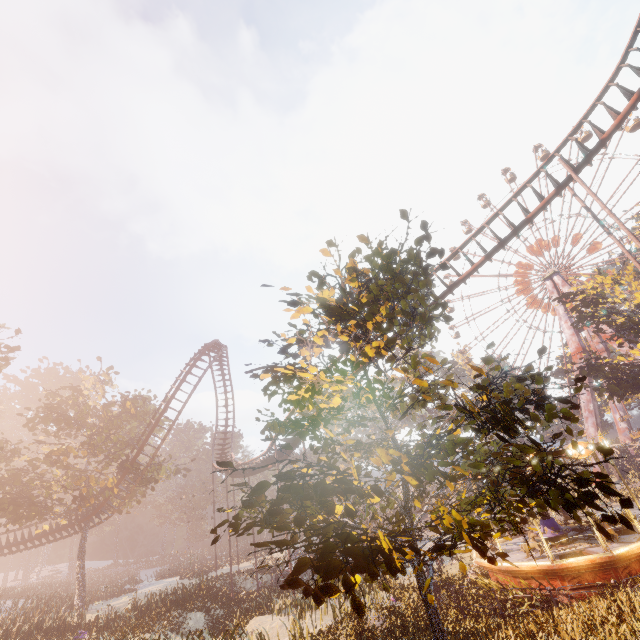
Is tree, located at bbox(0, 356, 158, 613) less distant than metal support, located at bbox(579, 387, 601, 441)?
Yes

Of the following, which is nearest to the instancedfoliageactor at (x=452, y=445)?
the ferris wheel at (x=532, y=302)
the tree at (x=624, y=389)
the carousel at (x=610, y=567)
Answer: the carousel at (x=610, y=567)

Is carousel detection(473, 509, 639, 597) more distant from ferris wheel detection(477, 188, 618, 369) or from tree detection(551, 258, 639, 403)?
ferris wheel detection(477, 188, 618, 369)

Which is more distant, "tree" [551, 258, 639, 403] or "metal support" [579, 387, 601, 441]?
"metal support" [579, 387, 601, 441]

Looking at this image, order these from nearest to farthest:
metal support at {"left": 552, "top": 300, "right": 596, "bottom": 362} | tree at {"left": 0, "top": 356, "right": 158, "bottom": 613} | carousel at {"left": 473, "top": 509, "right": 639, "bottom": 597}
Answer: carousel at {"left": 473, "top": 509, "right": 639, "bottom": 597} < tree at {"left": 0, "top": 356, "right": 158, "bottom": 613} < metal support at {"left": 552, "top": 300, "right": 596, "bottom": 362}

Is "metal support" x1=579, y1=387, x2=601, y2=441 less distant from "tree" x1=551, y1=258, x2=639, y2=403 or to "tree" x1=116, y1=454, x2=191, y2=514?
"tree" x1=551, y1=258, x2=639, y2=403

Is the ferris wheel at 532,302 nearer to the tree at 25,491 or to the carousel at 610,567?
the carousel at 610,567

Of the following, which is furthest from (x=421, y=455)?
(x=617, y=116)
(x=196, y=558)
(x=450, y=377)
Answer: (x=196, y=558)
